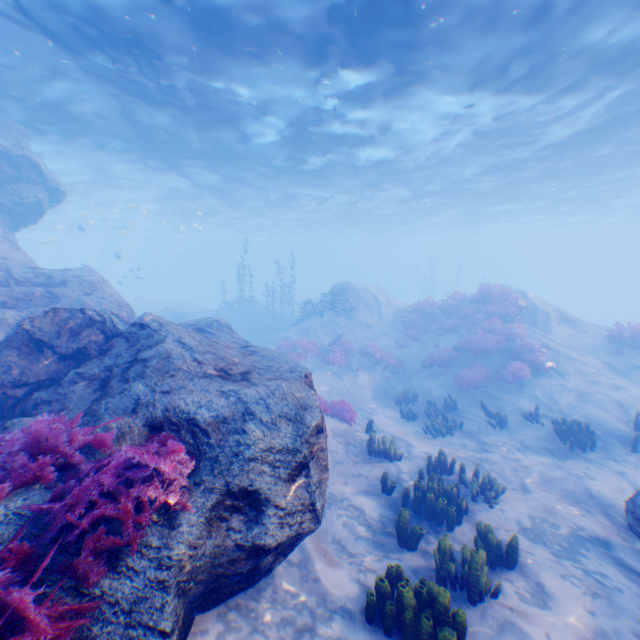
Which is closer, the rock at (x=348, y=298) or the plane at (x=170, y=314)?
the rock at (x=348, y=298)

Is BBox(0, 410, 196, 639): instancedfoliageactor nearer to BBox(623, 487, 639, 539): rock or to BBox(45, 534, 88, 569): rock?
BBox(45, 534, 88, 569): rock

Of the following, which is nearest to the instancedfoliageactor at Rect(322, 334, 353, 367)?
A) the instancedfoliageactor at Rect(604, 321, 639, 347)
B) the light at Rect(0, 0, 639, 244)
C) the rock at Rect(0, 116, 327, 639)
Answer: the rock at Rect(0, 116, 327, 639)

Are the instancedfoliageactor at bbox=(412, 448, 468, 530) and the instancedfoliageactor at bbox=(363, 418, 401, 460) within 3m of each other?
yes

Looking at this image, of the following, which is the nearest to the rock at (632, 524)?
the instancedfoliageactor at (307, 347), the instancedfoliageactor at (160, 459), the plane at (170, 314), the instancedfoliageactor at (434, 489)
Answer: the instancedfoliageactor at (160, 459)

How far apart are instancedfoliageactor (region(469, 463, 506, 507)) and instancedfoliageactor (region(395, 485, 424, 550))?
2.18m

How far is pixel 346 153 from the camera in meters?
20.0 m

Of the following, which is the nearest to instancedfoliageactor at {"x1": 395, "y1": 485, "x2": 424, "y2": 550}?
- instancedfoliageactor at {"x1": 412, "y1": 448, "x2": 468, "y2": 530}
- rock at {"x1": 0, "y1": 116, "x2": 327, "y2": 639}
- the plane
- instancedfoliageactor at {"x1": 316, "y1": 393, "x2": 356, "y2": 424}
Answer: instancedfoliageactor at {"x1": 412, "y1": 448, "x2": 468, "y2": 530}
